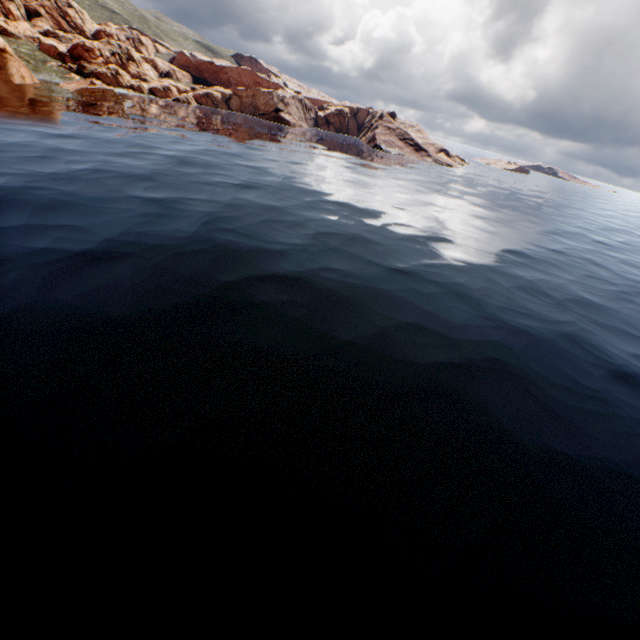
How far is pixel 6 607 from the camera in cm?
598
